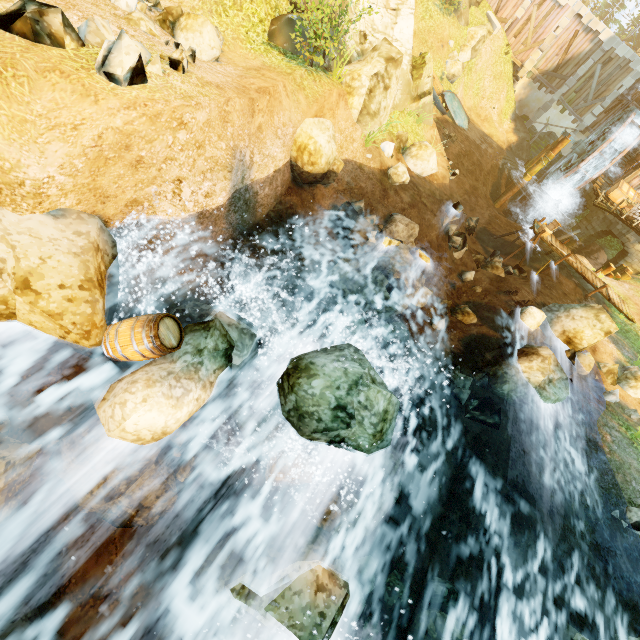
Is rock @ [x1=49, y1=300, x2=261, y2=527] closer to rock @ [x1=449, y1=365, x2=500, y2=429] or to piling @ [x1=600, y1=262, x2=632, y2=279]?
rock @ [x1=449, y1=365, x2=500, y2=429]

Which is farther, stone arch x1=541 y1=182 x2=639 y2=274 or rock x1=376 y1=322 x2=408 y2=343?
stone arch x1=541 y1=182 x2=639 y2=274

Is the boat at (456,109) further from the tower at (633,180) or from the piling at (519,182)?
the tower at (633,180)

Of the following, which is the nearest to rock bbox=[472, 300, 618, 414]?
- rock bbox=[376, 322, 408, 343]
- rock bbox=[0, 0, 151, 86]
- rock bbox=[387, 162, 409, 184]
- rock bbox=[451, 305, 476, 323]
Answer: rock bbox=[451, 305, 476, 323]

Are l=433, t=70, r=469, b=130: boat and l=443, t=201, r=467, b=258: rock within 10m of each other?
no

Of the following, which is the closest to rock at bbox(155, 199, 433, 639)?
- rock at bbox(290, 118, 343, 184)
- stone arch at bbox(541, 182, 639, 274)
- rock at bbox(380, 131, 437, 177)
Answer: rock at bbox(290, 118, 343, 184)

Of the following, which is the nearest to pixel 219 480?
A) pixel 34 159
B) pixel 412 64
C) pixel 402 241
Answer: pixel 34 159

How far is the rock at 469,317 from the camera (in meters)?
12.92
